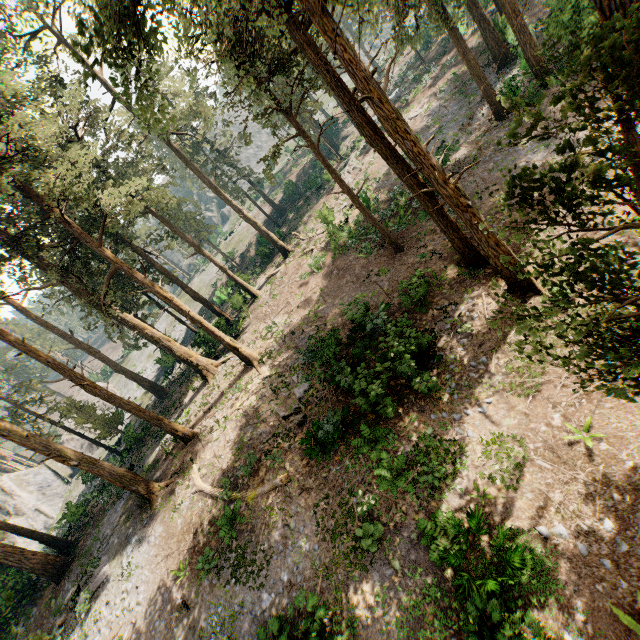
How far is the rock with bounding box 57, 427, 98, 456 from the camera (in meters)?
43.16

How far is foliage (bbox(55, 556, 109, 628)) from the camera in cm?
1572

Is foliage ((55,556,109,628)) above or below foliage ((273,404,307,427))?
above

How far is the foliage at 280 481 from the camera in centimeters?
1407cm

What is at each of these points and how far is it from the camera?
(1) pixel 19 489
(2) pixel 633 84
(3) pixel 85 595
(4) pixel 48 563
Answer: (1) rock, 40.97m
(2) foliage, 4.80m
(3) foliage, 15.80m
(4) foliage, 21.14m

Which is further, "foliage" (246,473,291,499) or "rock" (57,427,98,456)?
"rock" (57,427,98,456)

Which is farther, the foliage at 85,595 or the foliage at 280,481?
the foliage at 85,595
